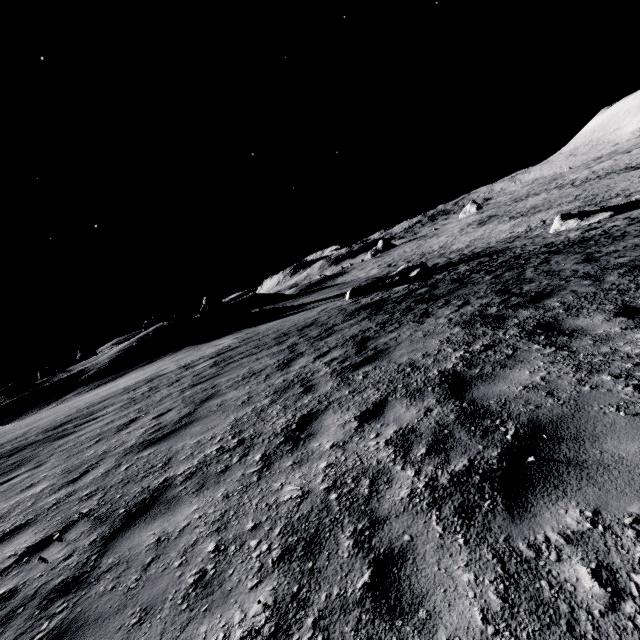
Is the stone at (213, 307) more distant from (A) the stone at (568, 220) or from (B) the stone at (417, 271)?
(A) the stone at (568, 220)

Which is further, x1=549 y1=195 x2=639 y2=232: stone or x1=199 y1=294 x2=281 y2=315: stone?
x1=199 y1=294 x2=281 y2=315: stone

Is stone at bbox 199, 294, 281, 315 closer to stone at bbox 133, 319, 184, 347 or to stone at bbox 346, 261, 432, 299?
stone at bbox 133, 319, 184, 347

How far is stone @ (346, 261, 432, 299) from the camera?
20.68m

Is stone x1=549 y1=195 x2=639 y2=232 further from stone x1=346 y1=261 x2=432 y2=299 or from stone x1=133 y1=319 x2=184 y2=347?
stone x1=133 y1=319 x2=184 y2=347

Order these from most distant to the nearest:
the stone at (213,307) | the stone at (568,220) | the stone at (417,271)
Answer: the stone at (213,307), the stone at (568,220), the stone at (417,271)

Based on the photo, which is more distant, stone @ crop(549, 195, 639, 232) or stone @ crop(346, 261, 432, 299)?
stone @ crop(549, 195, 639, 232)

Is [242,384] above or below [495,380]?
above
